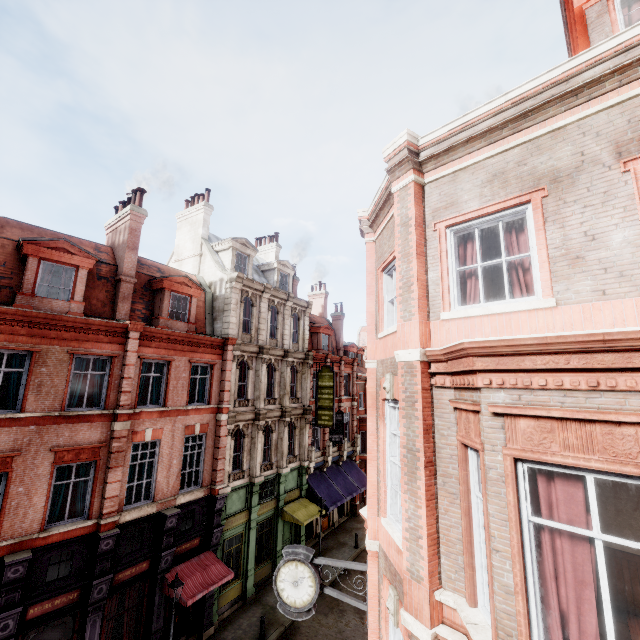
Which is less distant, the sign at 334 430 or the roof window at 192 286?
the roof window at 192 286

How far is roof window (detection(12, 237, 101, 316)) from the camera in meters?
12.1 m

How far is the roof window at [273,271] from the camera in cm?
2461

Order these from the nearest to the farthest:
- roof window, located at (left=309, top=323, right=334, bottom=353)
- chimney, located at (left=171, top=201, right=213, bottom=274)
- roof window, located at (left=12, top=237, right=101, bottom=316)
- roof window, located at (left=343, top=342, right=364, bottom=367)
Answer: roof window, located at (left=12, top=237, right=101, bottom=316) → chimney, located at (left=171, top=201, right=213, bottom=274) → roof window, located at (left=309, top=323, right=334, bottom=353) → roof window, located at (left=343, top=342, right=364, bottom=367)

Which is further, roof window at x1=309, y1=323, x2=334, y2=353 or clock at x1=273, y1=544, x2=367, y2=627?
roof window at x1=309, y1=323, x2=334, y2=353

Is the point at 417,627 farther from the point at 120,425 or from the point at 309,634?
the point at 309,634

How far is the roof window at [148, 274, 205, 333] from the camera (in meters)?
16.08

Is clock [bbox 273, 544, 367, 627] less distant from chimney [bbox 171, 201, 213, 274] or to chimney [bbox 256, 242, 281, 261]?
chimney [bbox 171, 201, 213, 274]
